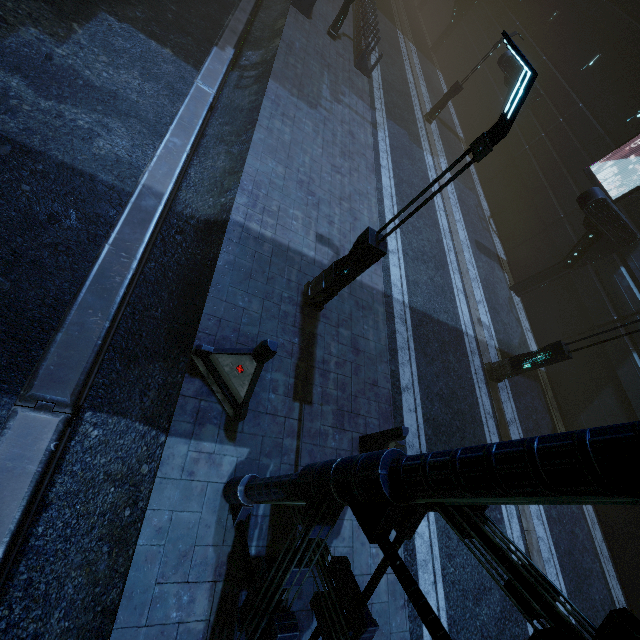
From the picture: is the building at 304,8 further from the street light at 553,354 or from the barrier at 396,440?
the street light at 553,354

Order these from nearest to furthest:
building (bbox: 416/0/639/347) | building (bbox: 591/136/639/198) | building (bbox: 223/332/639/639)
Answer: building (bbox: 223/332/639/639), building (bbox: 416/0/639/347), building (bbox: 591/136/639/198)

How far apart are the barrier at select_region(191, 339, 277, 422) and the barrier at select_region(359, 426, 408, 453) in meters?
2.7 m

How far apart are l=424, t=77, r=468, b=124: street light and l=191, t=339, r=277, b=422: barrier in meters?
21.2 m

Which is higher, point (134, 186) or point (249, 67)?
point (249, 67)

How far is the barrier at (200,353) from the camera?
5.50m

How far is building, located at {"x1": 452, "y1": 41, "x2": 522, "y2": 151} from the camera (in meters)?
18.30

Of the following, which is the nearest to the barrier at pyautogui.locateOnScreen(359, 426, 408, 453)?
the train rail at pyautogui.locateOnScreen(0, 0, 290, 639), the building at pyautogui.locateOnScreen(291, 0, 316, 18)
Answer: the building at pyautogui.locateOnScreen(291, 0, 316, 18)
